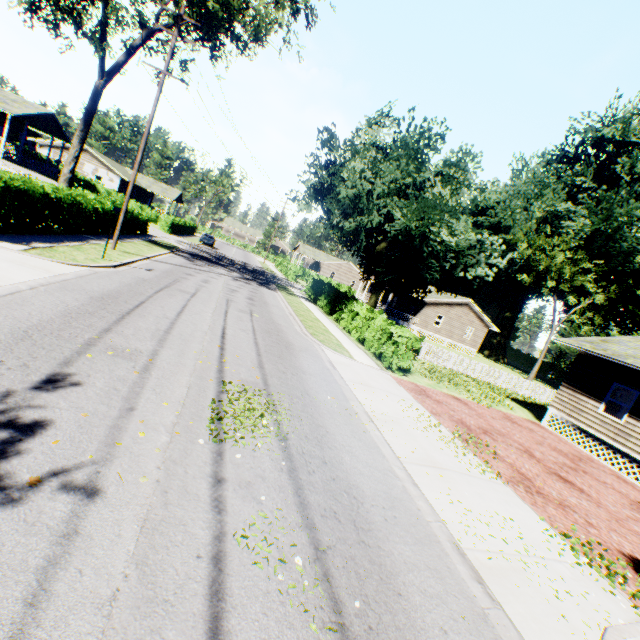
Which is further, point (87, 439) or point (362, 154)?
point (362, 154)

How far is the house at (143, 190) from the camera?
54.8m

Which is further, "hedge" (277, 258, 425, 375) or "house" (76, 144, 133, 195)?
"house" (76, 144, 133, 195)

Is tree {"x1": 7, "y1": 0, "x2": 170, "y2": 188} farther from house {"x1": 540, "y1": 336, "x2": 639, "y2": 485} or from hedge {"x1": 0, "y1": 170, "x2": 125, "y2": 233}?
house {"x1": 540, "y1": 336, "x2": 639, "y2": 485}

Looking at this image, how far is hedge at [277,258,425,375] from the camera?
15.0 meters

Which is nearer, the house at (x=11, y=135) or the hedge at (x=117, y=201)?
the hedge at (x=117, y=201)

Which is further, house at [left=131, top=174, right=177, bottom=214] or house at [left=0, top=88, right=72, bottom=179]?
house at [left=131, top=174, right=177, bottom=214]

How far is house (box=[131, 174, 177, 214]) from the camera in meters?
54.8
